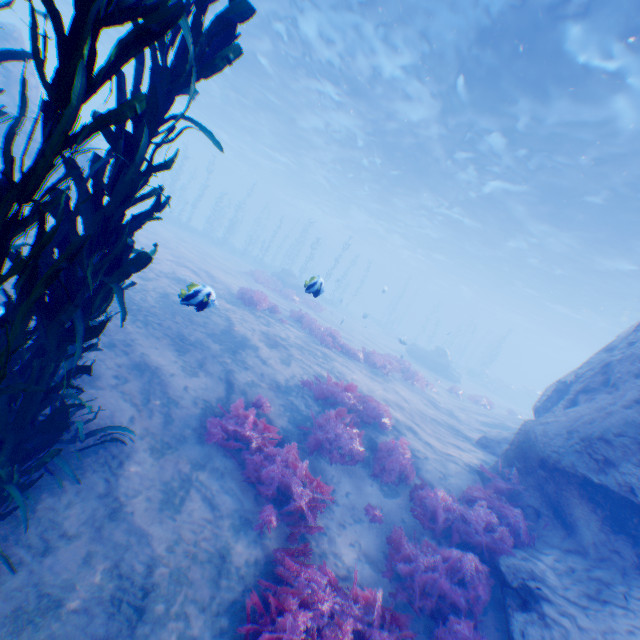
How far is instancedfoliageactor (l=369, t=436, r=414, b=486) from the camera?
7.29m

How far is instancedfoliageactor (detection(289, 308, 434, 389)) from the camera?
14.84m

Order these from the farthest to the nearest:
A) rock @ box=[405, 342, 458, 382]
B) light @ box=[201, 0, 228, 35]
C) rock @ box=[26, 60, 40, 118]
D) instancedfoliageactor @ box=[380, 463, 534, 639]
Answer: rock @ box=[405, 342, 458, 382]
light @ box=[201, 0, 228, 35]
rock @ box=[26, 60, 40, 118]
instancedfoliageactor @ box=[380, 463, 534, 639]

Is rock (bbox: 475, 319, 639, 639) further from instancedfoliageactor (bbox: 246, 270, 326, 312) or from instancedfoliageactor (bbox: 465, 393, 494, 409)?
instancedfoliageactor (bbox: 246, 270, 326, 312)

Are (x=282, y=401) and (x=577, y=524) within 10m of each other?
yes

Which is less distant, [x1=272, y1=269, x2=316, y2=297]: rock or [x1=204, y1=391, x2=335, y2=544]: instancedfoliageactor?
[x1=204, y1=391, x2=335, y2=544]: instancedfoliageactor

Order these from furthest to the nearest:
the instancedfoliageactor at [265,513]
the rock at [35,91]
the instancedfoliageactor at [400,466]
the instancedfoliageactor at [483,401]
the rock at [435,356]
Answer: the rock at [435,356] < the instancedfoliageactor at [483,401] < the rock at [35,91] < the instancedfoliageactor at [400,466] < the instancedfoliageactor at [265,513]

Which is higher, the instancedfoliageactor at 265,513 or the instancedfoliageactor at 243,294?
the instancedfoliageactor at 243,294
